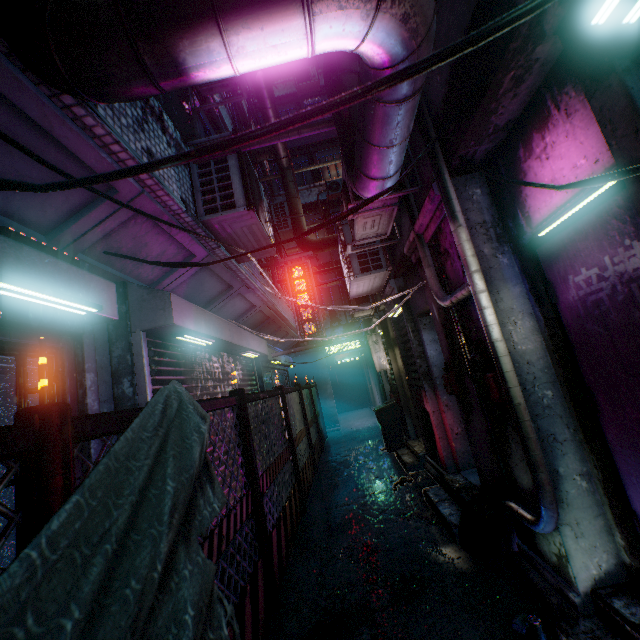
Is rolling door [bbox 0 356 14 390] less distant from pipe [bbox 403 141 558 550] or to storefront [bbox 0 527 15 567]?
storefront [bbox 0 527 15 567]

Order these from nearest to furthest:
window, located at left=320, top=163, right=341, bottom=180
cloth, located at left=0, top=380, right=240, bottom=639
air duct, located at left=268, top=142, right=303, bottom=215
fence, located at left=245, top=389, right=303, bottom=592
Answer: cloth, located at left=0, top=380, right=240, bottom=639 → fence, located at left=245, top=389, right=303, bottom=592 → air duct, located at left=268, top=142, right=303, bottom=215 → window, located at left=320, top=163, right=341, bottom=180

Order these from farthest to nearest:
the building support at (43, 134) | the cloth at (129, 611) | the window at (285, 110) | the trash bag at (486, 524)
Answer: the window at (285, 110) < the trash bag at (486, 524) < the building support at (43, 134) < the cloth at (129, 611)

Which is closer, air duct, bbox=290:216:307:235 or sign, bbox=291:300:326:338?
sign, bbox=291:300:326:338

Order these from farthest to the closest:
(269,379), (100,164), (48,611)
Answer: (269,379), (100,164), (48,611)

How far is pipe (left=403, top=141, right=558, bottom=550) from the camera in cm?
189

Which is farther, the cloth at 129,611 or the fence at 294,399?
the fence at 294,399

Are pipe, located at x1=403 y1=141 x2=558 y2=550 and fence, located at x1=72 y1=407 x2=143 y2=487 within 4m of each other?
yes
